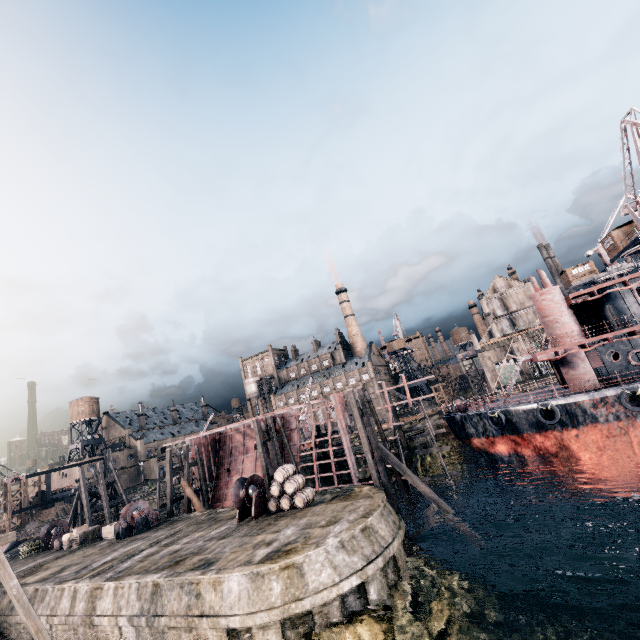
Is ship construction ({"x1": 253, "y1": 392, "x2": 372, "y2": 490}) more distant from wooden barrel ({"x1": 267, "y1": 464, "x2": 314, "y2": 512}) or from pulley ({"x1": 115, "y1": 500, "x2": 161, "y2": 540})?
wooden barrel ({"x1": 267, "y1": 464, "x2": 314, "y2": 512})

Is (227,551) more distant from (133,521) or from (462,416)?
(462,416)

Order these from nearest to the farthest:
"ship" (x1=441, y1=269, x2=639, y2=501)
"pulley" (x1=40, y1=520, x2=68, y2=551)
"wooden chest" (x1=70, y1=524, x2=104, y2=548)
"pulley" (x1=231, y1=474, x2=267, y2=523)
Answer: "pulley" (x1=231, y1=474, x2=267, y2=523) → "ship" (x1=441, y1=269, x2=639, y2=501) → "wooden chest" (x1=70, y1=524, x2=104, y2=548) → "pulley" (x1=40, y1=520, x2=68, y2=551)

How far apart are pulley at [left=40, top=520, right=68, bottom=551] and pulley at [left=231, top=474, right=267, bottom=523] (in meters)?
24.31

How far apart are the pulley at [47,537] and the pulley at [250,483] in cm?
2431

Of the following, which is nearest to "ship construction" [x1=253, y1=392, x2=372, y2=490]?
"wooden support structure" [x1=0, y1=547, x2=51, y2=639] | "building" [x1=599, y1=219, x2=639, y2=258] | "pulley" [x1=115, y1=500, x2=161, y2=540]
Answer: "pulley" [x1=115, y1=500, x2=161, y2=540]

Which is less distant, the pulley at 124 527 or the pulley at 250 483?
the pulley at 250 483

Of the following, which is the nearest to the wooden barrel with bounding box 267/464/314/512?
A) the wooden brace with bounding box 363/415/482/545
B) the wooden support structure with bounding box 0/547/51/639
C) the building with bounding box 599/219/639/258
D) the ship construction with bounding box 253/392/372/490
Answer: the wooden brace with bounding box 363/415/482/545
